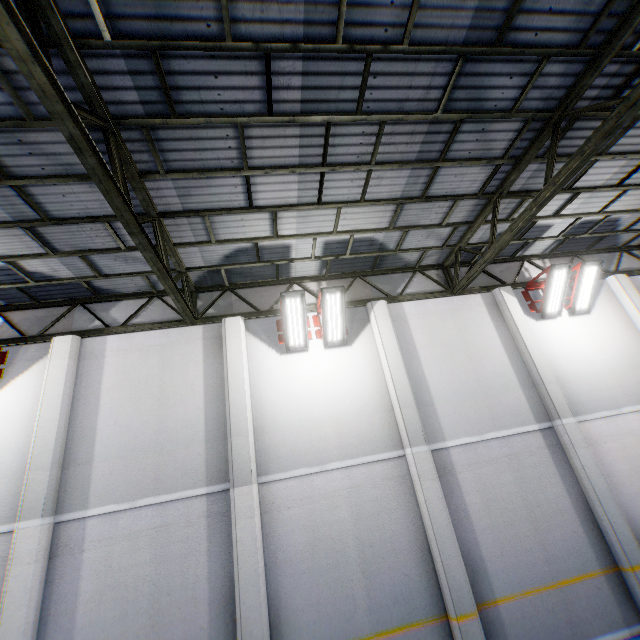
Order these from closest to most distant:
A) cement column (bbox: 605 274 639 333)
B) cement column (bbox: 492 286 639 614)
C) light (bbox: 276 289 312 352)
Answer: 1. cement column (bbox: 492 286 639 614)
2. light (bbox: 276 289 312 352)
3. cement column (bbox: 605 274 639 333)

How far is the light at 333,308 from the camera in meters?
7.9

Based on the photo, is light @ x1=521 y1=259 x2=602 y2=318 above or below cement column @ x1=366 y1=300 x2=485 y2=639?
above

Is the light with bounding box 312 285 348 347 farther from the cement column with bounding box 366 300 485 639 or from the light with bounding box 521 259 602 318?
the light with bounding box 521 259 602 318

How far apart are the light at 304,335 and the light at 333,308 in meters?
0.1

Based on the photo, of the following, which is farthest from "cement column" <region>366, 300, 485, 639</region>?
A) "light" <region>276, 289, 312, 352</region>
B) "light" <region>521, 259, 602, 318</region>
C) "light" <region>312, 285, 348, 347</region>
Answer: "light" <region>521, 259, 602, 318</region>

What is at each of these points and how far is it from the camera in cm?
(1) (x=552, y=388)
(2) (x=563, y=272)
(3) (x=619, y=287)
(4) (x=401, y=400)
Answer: (1) cement column, 835
(2) light, 902
(3) cement column, 1008
(4) cement column, 784

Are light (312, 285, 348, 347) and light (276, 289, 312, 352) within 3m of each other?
yes
